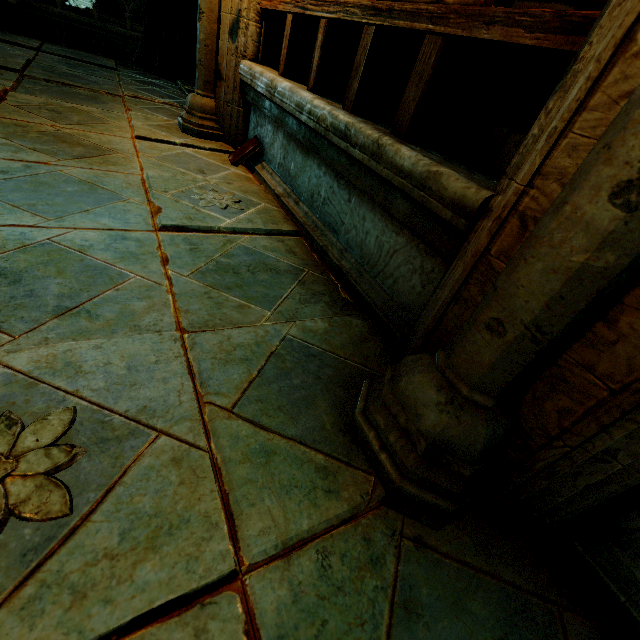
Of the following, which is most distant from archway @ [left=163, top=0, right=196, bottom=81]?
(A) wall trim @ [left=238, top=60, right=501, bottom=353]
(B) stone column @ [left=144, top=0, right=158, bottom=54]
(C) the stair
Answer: (C) the stair

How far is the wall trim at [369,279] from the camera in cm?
139

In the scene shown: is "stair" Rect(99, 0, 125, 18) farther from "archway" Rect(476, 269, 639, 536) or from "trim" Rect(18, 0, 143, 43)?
"archway" Rect(476, 269, 639, 536)

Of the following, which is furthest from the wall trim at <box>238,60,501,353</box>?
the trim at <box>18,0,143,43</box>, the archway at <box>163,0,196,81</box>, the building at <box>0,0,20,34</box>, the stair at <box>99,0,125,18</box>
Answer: the stair at <box>99,0,125,18</box>

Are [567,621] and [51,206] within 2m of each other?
no

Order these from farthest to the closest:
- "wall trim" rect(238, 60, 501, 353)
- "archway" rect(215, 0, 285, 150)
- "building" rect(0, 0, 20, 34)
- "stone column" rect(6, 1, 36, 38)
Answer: "stone column" rect(6, 1, 36, 38)
"building" rect(0, 0, 20, 34)
"archway" rect(215, 0, 285, 150)
"wall trim" rect(238, 60, 501, 353)

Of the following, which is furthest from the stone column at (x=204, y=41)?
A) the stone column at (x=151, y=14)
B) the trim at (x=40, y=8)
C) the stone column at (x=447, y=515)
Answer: the trim at (x=40, y=8)

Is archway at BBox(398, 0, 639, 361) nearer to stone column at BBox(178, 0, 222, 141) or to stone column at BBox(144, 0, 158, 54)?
stone column at BBox(178, 0, 222, 141)
